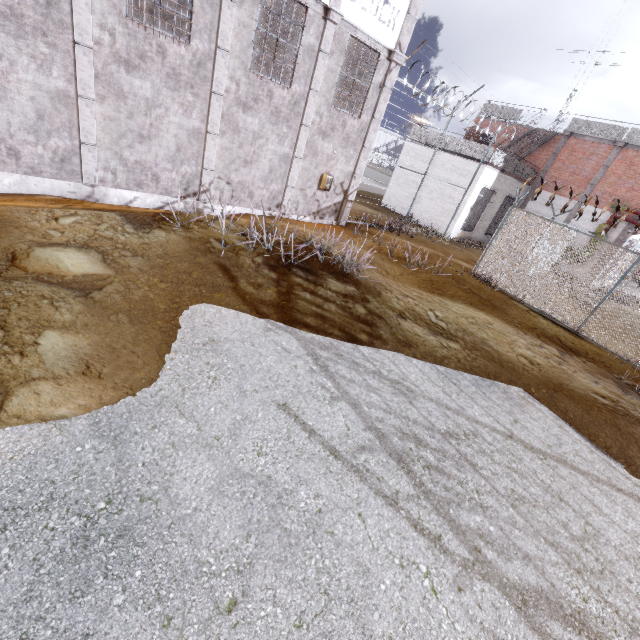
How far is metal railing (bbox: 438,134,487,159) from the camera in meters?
17.1 m

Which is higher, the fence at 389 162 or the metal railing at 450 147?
the metal railing at 450 147

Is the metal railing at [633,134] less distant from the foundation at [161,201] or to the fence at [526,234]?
the fence at [526,234]

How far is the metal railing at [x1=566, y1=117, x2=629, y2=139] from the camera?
17.2 meters

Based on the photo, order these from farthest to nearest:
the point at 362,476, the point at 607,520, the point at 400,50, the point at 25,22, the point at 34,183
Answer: the point at 400,50, the point at 34,183, the point at 25,22, the point at 607,520, the point at 362,476

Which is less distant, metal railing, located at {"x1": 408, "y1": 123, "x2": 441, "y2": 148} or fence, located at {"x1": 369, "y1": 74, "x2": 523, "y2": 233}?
fence, located at {"x1": 369, "y1": 74, "x2": 523, "y2": 233}

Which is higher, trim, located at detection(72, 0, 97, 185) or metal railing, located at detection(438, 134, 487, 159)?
metal railing, located at detection(438, 134, 487, 159)
